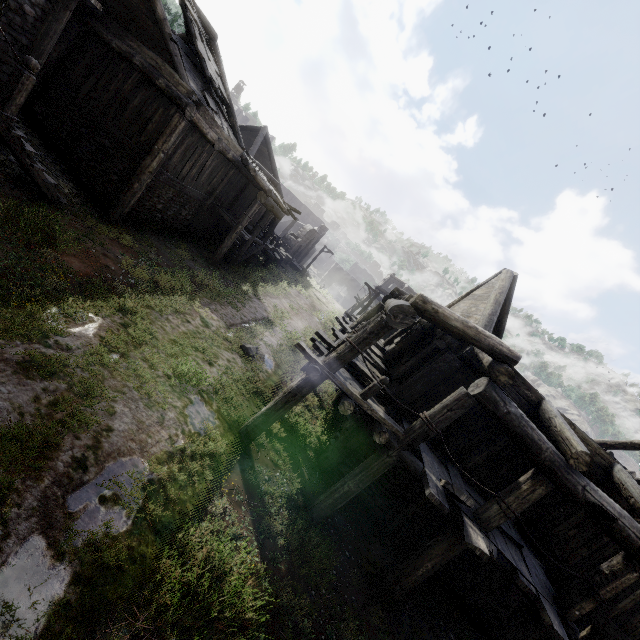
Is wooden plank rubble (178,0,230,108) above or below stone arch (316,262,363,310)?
above

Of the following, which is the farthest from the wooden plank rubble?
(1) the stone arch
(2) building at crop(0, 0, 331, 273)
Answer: (1) the stone arch

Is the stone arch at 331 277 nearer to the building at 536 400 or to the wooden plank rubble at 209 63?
the building at 536 400

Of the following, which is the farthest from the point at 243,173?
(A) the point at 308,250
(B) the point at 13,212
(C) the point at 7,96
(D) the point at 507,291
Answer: (A) the point at 308,250

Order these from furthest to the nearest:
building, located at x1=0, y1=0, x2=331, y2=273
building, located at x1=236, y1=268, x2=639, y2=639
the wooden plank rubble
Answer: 1. the wooden plank rubble
2. building, located at x1=0, y1=0, x2=331, y2=273
3. building, located at x1=236, y1=268, x2=639, y2=639

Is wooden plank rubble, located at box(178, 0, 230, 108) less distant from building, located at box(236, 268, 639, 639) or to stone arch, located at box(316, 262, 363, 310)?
building, located at box(236, 268, 639, 639)

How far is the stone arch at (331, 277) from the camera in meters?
58.0 m
